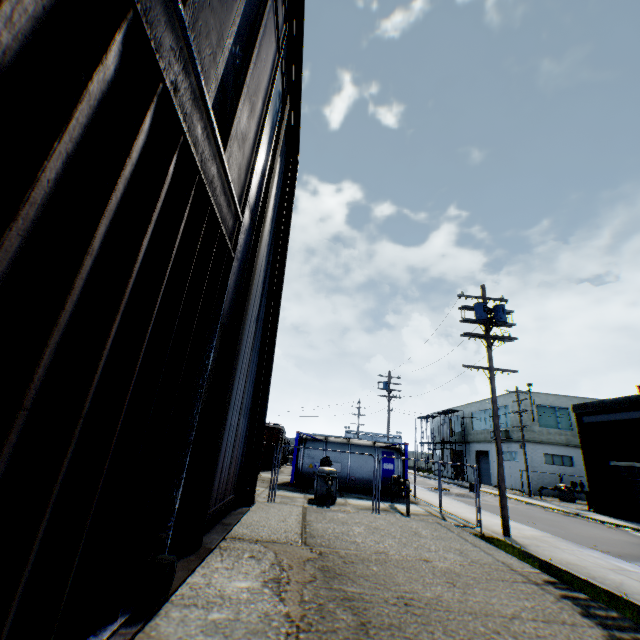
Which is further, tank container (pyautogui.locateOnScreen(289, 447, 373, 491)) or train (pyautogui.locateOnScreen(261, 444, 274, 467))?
train (pyautogui.locateOnScreen(261, 444, 274, 467))

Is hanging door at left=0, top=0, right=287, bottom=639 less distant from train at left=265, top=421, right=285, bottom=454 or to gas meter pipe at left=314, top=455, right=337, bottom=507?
gas meter pipe at left=314, top=455, right=337, bottom=507

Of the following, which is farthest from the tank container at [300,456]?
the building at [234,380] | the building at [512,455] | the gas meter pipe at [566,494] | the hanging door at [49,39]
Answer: the building at [512,455]

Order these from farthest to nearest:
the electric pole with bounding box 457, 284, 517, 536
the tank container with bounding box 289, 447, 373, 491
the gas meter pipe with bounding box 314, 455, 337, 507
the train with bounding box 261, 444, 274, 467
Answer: the train with bounding box 261, 444, 274, 467, the tank container with bounding box 289, 447, 373, 491, the gas meter pipe with bounding box 314, 455, 337, 507, the electric pole with bounding box 457, 284, 517, 536

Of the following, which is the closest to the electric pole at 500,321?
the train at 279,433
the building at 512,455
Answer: the train at 279,433

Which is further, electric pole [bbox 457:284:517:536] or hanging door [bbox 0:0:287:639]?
electric pole [bbox 457:284:517:536]

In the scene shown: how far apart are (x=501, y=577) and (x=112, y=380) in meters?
6.7

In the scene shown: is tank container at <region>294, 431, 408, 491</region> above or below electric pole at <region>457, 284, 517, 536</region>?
below
